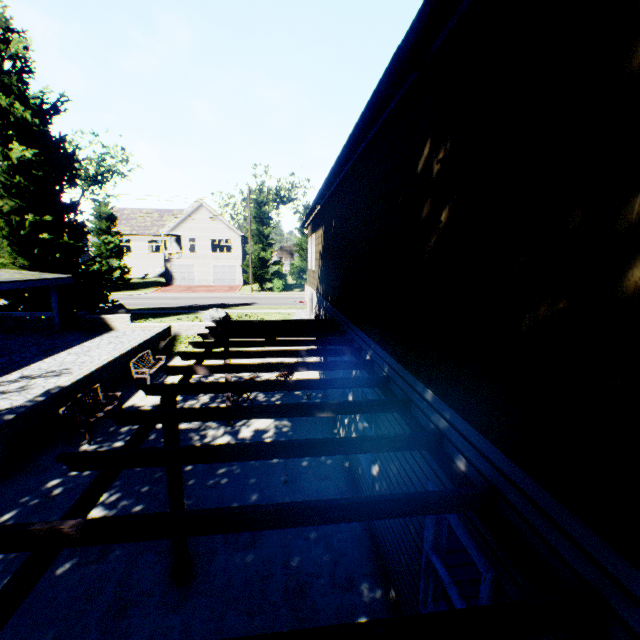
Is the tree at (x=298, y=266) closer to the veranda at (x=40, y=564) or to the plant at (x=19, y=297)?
the plant at (x=19, y=297)

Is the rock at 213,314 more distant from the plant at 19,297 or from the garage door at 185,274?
the garage door at 185,274

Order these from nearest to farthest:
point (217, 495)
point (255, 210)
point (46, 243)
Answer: point (217, 495), point (46, 243), point (255, 210)

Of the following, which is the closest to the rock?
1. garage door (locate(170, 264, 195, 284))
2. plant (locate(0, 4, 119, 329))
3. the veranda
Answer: plant (locate(0, 4, 119, 329))

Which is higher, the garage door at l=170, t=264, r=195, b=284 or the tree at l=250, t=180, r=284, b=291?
the tree at l=250, t=180, r=284, b=291

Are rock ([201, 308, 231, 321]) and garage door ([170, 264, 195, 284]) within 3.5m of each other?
no

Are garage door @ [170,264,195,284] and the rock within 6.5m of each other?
no

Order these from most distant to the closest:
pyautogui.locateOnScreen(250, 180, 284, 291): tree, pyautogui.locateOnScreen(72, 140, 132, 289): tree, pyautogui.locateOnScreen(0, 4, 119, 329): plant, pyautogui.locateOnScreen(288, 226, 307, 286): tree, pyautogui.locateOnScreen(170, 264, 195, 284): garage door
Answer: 1. pyautogui.locateOnScreen(170, 264, 195, 284): garage door
2. pyautogui.locateOnScreen(288, 226, 307, 286): tree
3. pyautogui.locateOnScreen(250, 180, 284, 291): tree
4. pyautogui.locateOnScreen(72, 140, 132, 289): tree
5. pyautogui.locateOnScreen(0, 4, 119, 329): plant
